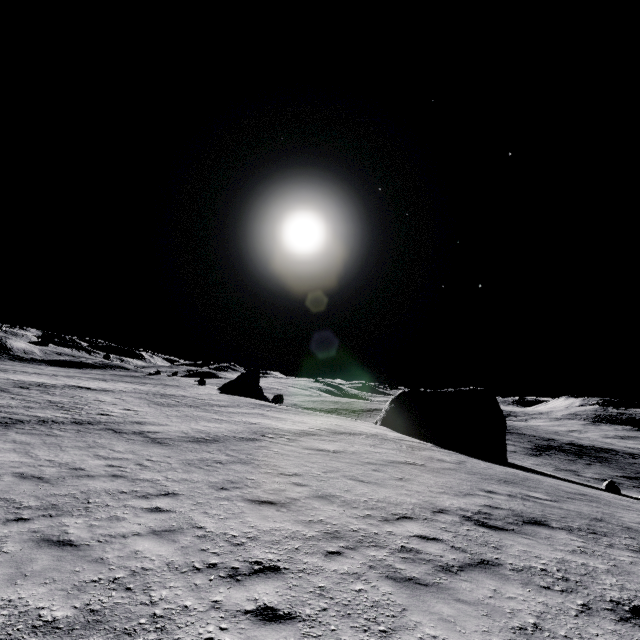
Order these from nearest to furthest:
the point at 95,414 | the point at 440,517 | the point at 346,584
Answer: the point at 346,584
the point at 440,517
the point at 95,414

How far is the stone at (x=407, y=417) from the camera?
29.0 meters

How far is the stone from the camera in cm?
2905
